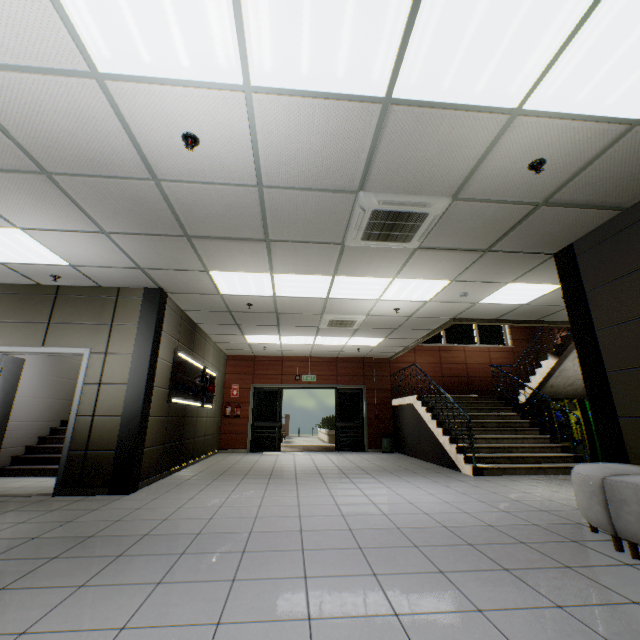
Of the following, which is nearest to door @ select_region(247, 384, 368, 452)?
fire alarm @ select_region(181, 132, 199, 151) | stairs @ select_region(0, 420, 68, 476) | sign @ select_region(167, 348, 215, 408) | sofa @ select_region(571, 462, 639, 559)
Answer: stairs @ select_region(0, 420, 68, 476)

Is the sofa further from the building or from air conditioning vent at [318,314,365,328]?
air conditioning vent at [318,314,365,328]

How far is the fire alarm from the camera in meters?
2.6

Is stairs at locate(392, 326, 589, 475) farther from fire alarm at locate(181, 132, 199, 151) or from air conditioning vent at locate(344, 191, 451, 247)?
fire alarm at locate(181, 132, 199, 151)

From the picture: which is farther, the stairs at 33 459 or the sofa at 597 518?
the stairs at 33 459

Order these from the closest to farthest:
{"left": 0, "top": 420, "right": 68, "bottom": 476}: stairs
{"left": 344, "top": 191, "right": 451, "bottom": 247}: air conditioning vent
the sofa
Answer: the sofa
{"left": 344, "top": 191, "right": 451, "bottom": 247}: air conditioning vent
{"left": 0, "top": 420, "right": 68, "bottom": 476}: stairs

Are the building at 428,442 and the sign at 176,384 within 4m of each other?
no

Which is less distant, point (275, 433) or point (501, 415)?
point (501, 415)
